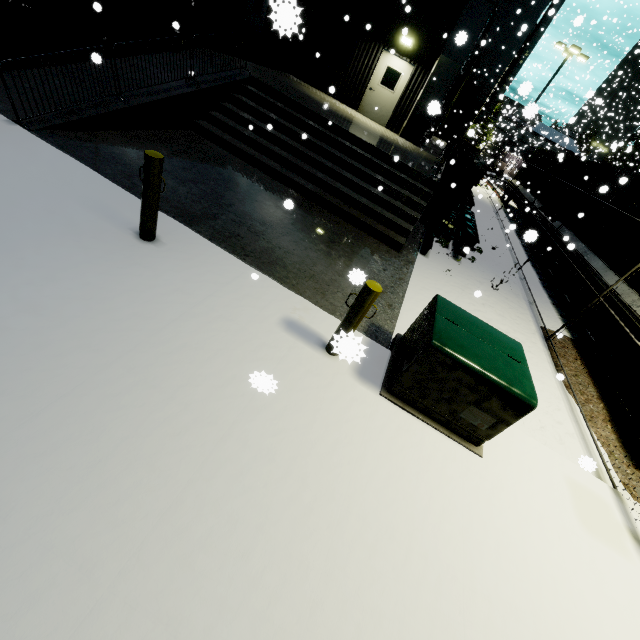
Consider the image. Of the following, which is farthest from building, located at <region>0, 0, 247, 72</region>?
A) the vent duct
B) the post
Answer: the post

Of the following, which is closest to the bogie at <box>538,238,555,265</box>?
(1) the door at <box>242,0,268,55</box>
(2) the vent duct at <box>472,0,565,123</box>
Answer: (1) the door at <box>242,0,268,55</box>

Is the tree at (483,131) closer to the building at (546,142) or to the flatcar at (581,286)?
the building at (546,142)

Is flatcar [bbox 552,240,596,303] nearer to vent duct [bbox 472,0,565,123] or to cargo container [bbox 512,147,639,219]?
cargo container [bbox 512,147,639,219]

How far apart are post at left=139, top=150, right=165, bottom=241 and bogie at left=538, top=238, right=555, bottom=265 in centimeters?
1392cm

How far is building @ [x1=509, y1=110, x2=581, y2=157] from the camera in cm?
2894

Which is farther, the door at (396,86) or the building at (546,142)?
the building at (546,142)

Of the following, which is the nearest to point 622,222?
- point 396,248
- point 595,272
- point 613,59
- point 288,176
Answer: → point 595,272
